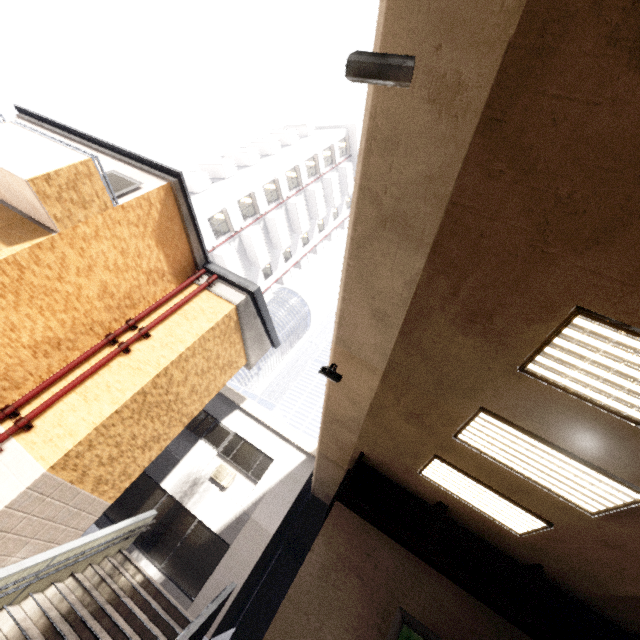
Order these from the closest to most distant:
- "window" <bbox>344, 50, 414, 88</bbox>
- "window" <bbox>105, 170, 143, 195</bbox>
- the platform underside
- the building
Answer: "window" <bbox>344, 50, 414, 88</bbox> < the platform underside < "window" <bbox>105, 170, 143, 195</bbox> < the building

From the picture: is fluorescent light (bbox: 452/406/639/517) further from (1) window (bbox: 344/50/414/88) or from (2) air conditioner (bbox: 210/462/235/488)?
(2) air conditioner (bbox: 210/462/235/488)

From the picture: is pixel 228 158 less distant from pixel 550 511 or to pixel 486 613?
pixel 550 511

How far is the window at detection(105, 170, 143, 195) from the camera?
7.5 meters

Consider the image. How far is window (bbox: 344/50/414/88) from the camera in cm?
228

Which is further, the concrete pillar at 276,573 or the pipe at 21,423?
the concrete pillar at 276,573

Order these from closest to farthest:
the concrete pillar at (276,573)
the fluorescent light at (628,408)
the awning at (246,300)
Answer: the fluorescent light at (628,408), the awning at (246,300), the concrete pillar at (276,573)

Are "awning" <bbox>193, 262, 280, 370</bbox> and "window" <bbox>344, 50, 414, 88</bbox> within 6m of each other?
no
